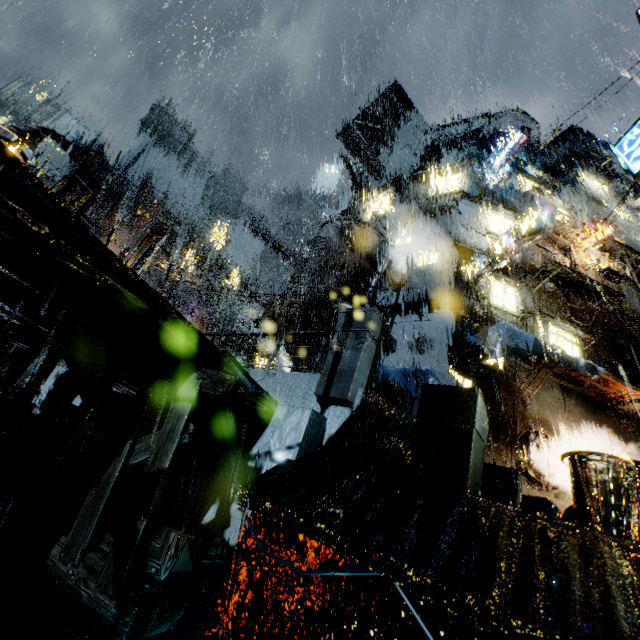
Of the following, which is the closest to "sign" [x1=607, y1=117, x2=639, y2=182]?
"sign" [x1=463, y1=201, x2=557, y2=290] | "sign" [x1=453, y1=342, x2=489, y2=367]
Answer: "sign" [x1=463, y1=201, x2=557, y2=290]

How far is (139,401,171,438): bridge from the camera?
8.7 meters

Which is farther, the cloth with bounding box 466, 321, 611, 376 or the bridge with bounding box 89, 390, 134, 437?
the cloth with bounding box 466, 321, 611, 376

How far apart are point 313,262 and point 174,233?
8.7m

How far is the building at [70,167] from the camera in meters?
53.7 m

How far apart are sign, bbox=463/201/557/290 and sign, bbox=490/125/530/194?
9.00m

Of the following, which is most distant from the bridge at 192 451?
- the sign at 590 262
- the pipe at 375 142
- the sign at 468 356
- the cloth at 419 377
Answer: the pipe at 375 142

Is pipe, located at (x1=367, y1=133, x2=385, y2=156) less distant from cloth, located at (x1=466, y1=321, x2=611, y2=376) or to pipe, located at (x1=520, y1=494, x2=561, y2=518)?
cloth, located at (x1=466, y1=321, x2=611, y2=376)
